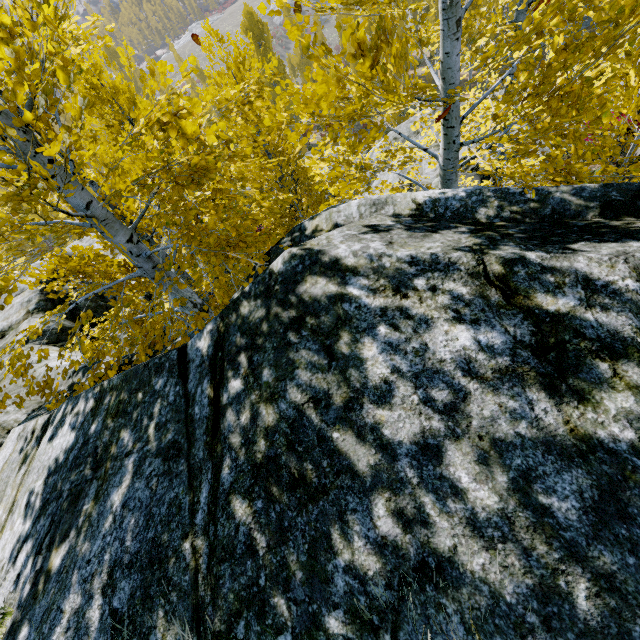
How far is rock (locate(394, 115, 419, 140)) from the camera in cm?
1432

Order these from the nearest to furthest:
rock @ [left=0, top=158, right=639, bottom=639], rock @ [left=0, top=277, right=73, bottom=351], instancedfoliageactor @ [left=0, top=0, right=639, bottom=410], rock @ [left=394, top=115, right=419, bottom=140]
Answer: rock @ [left=0, top=158, right=639, bottom=639], instancedfoliageactor @ [left=0, top=0, right=639, bottom=410], rock @ [left=0, top=277, right=73, bottom=351], rock @ [left=394, top=115, right=419, bottom=140]

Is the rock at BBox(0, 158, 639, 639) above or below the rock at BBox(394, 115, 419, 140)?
above

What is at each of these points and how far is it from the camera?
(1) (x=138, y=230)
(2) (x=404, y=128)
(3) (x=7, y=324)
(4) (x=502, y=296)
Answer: (1) instancedfoliageactor, 5.1m
(2) rock, 15.1m
(3) rock, 7.0m
(4) rock, 1.5m

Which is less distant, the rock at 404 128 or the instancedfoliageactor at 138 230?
the instancedfoliageactor at 138 230

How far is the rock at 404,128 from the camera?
14.3m

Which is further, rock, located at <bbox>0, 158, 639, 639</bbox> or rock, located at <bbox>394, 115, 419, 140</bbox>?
rock, located at <bbox>394, 115, 419, 140</bbox>
